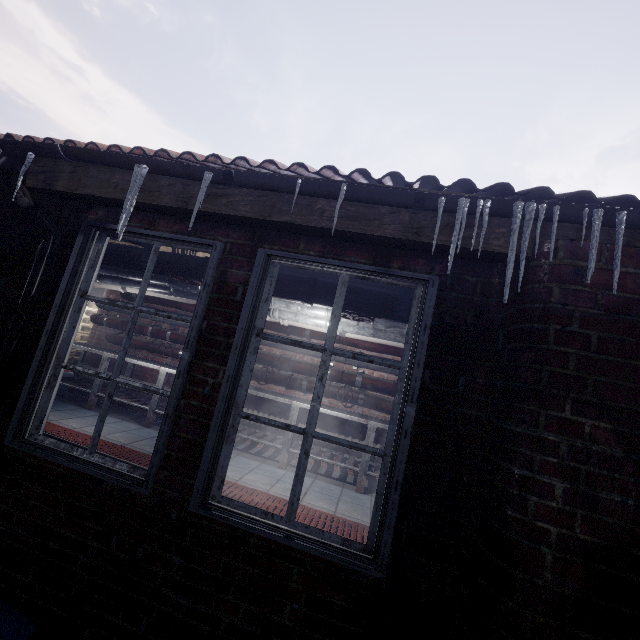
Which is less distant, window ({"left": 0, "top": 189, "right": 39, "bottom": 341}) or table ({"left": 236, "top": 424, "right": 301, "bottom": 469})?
window ({"left": 0, "top": 189, "right": 39, "bottom": 341})

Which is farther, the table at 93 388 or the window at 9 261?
the table at 93 388

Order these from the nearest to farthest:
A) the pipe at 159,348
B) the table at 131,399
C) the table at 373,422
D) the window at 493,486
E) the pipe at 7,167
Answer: the window at 493,486
the pipe at 7,167
the table at 373,422
the table at 131,399
the pipe at 159,348

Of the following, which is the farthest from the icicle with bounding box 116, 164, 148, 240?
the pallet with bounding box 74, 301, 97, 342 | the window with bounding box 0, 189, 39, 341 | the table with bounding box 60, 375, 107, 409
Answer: the pallet with bounding box 74, 301, 97, 342

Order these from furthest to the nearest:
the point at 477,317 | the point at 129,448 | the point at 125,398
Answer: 1. the point at 125,398
2. the point at 129,448
3. the point at 477,317

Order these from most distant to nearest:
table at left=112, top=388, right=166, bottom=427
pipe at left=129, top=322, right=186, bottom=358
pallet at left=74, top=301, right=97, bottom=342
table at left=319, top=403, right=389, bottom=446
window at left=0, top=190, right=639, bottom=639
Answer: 1. pallet at left=74, top=301, right=97, bottom=342
2. pipe at left=129, top=322, right=186, bottom=358
3. table at left=112, top=388, right=166, bottom=427
4. table at left=319, top=403, right=389, bottom=446
5. window at left=0, top=190, right=639, bottom=639

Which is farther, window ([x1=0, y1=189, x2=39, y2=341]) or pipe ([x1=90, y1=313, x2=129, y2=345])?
pipe ([x1=90, y1=313, x2=129, y2=345])

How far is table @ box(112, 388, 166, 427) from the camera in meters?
4.5
